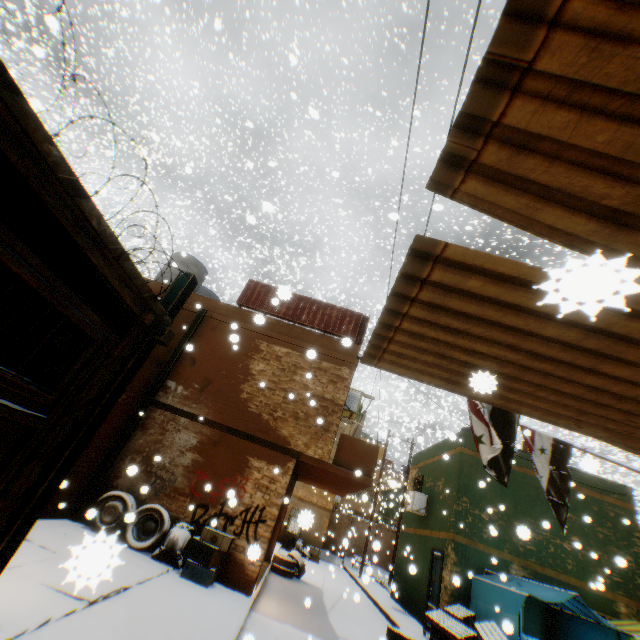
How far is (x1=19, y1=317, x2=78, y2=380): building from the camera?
4.0m

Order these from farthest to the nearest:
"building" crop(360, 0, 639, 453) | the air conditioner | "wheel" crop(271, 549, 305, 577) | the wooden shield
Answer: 1. "wheel" crop(271, 549, 305, 577)
2. the wooden shield
3. the air conditioner
4. "building" crop(360, 0, 639, 453)

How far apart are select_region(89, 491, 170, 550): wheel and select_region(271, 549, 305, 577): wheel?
6.6m

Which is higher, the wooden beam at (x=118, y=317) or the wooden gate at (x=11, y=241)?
the wooden beam at (x=118, y=317)

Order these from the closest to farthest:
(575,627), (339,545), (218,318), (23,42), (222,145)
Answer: Answer: (575,627), (218,318), (339,545), (23,42), (222,145)

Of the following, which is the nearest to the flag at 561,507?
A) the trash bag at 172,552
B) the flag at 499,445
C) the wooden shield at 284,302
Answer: the flag at 499,445

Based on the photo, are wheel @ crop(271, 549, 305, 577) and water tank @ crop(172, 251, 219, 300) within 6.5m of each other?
no

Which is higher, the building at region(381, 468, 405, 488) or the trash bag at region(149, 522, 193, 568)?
the building at region(381, 468, 405, 488)
